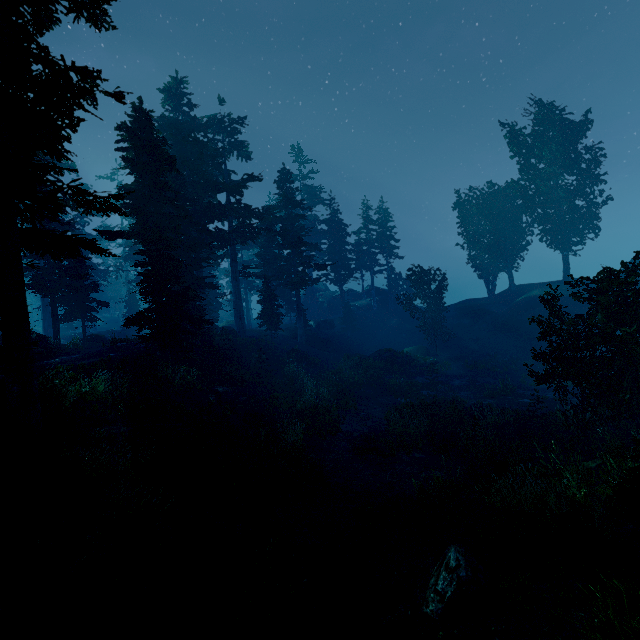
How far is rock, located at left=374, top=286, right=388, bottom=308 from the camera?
50.00m

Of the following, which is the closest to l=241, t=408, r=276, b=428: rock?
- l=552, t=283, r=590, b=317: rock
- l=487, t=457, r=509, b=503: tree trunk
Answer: l=487, t=457, r=509, b=503: tree trunk

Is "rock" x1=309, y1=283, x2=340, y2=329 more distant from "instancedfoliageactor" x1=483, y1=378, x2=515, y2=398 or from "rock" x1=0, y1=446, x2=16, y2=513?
"rock" x1=0, y1=446, x2=16, y2=513

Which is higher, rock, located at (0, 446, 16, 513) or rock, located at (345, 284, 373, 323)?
rock, located at (345, 284, 373, 323)

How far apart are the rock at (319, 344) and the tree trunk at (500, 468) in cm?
2788

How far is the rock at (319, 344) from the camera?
37.8 meters

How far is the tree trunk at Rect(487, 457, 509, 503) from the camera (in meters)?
9.42

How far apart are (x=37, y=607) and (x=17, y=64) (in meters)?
13.74
